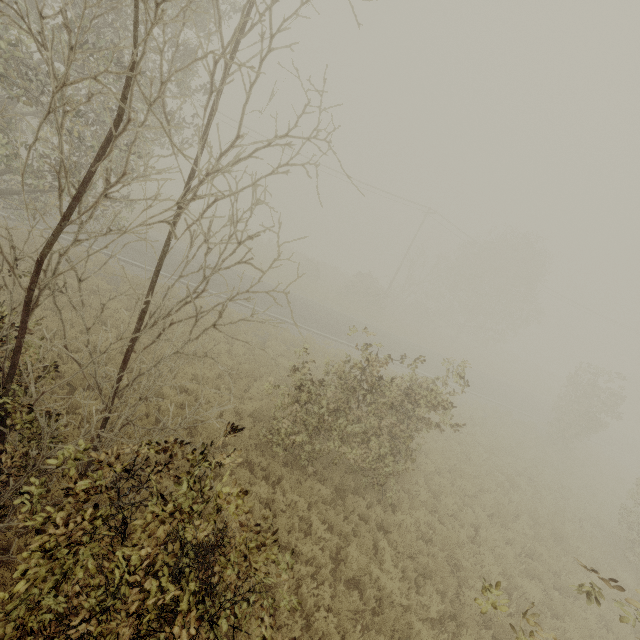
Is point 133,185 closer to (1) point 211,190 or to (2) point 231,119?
(2) point 231,119
